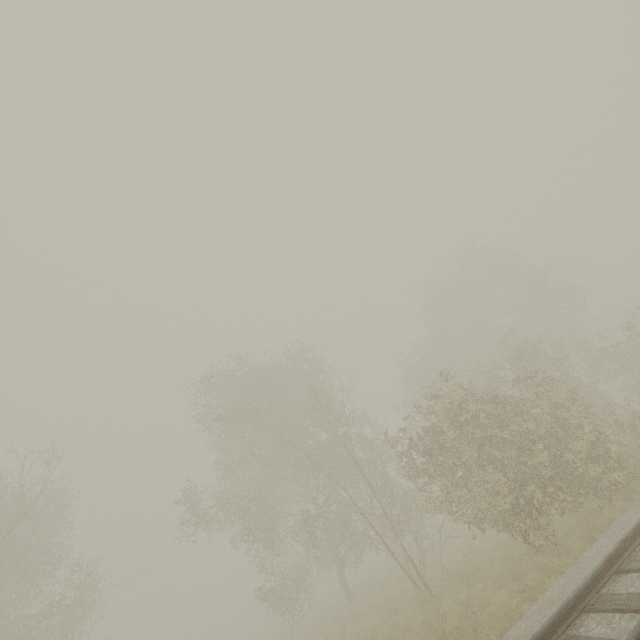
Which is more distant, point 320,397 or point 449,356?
point 449,356

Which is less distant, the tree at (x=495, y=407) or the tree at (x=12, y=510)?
the tree at (x=495, y=407)

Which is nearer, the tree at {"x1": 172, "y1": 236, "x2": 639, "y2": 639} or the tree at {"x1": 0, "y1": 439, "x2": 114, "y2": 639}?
the tree at {"x1": 172, "y1": 236, "x2": 639, "y2": 639}
